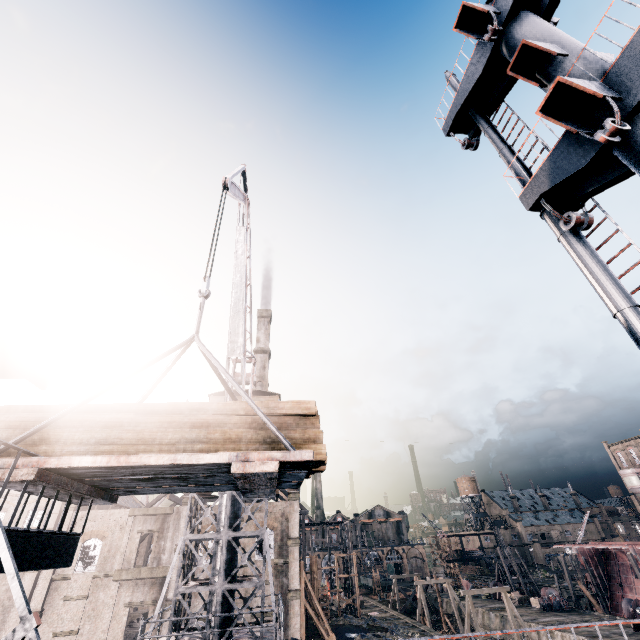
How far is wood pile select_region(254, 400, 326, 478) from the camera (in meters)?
6.61

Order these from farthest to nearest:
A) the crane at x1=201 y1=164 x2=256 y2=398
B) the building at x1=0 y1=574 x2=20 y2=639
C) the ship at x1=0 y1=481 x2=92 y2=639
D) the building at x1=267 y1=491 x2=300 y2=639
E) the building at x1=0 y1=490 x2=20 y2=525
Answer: the building at x1=0 y1=490 x2=20 y2=525 < the building at x1=267 y1=491 x2=300 y2=639 < the building at x1=0 y1=574 x2=20 y2=639 < the crane at x1=201 y1=164 x2=256 y2=398 < the ship at x1=0 y1=481 x2=92 y2=639

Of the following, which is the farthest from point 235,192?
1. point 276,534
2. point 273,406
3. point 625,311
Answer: point 276,534

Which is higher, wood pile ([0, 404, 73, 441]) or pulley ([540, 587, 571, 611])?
wood pile ([0, 404, 73, 441])

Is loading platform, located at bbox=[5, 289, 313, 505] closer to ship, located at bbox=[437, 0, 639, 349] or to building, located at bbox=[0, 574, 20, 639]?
ship, located at bbox=[437, 0, 639, 349]

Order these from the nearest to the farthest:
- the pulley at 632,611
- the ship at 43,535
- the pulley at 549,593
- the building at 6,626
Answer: the ship at 43,535, the building at 6,626, the pulley at 632,611, the pulley at 549,593

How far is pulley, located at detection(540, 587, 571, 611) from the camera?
44.53m

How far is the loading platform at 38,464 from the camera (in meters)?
5.28
